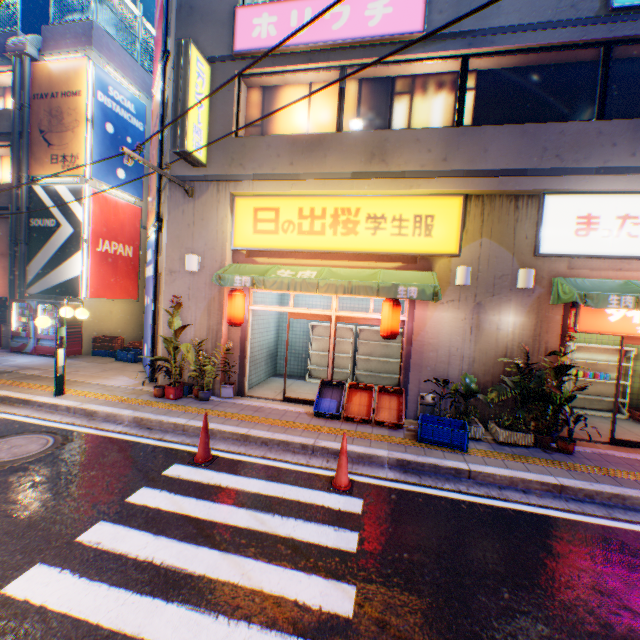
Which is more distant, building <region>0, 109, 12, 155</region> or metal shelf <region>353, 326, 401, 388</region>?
building <region>0, 109, 12, 155</region>

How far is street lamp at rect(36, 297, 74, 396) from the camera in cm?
728

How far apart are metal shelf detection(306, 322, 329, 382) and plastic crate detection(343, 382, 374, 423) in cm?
254

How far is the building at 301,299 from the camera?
11.3 meters

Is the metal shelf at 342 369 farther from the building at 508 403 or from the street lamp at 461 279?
the street lamp at 461 279

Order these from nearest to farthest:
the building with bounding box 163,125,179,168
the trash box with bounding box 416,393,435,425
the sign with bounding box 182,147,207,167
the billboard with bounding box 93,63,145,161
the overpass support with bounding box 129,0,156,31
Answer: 1. the trash box with bounding box 416,393,435,425
2. the sign with bounding box 182,147,207,167
3. the building with bounding box 163,125,179,168
4. the billboard with bounding box 93,63,145,161
5. the overpass support with bounding box 129,0,156,31

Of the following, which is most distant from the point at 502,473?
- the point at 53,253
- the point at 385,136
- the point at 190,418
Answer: the point at 53,253

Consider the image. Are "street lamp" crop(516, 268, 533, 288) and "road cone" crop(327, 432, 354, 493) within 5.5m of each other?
yes
